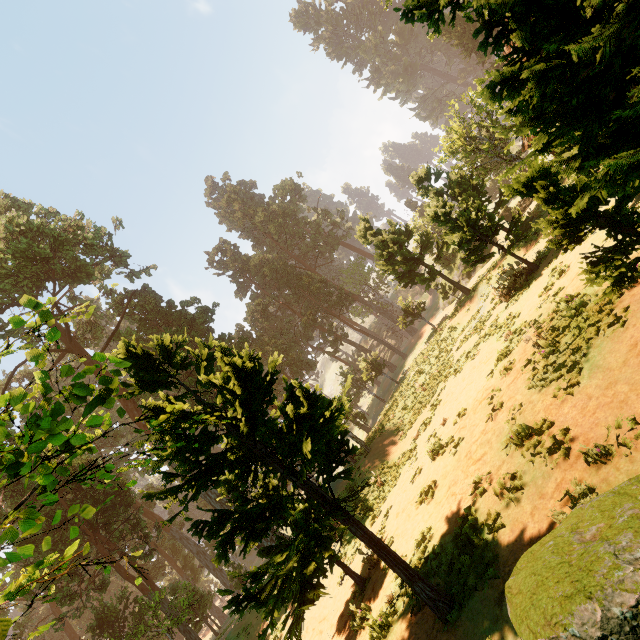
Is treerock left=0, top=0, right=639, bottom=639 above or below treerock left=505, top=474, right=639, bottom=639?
above

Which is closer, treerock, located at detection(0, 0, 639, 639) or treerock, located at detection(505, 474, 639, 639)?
treerock, located at detection(505, 474, 639, 639)

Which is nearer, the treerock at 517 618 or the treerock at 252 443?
the treerock at 517 618

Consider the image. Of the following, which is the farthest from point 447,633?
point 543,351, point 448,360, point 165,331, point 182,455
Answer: point 165,331

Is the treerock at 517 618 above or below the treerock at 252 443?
below
